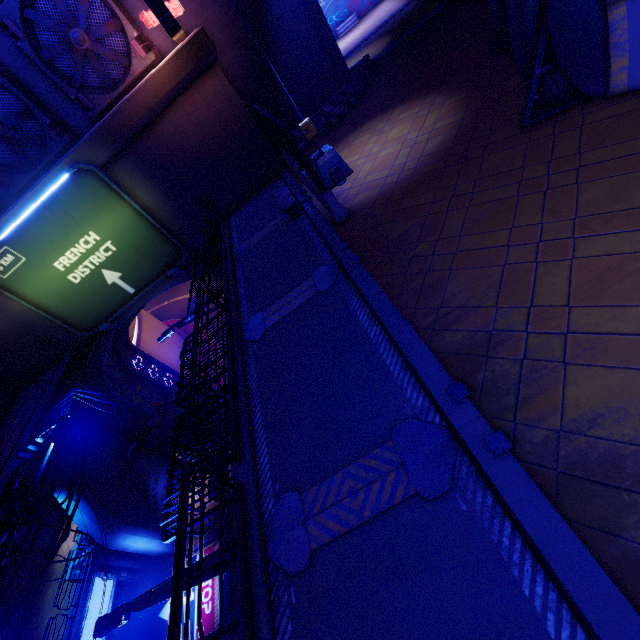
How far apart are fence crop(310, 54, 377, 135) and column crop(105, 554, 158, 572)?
27.0m

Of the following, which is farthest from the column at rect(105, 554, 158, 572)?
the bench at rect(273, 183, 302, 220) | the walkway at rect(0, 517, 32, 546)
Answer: the bench at rect(273, 183, 302, 220)

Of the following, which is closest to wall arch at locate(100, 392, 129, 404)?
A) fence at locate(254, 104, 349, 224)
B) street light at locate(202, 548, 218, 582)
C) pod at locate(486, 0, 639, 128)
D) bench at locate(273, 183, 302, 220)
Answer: fence at locate(254, 104, 349, 224)

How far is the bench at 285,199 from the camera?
10.9m

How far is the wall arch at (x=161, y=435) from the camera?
22.00m

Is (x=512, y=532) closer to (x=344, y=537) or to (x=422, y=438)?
(x=422, y=438)

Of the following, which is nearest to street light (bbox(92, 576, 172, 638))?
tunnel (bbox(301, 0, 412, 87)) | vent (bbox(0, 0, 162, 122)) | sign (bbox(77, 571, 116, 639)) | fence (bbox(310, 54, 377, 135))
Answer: fence (bbox(310, 54, 377, 135))

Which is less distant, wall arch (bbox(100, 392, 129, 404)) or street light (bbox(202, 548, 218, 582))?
street light (bbox(202, 548, 218, 582))
